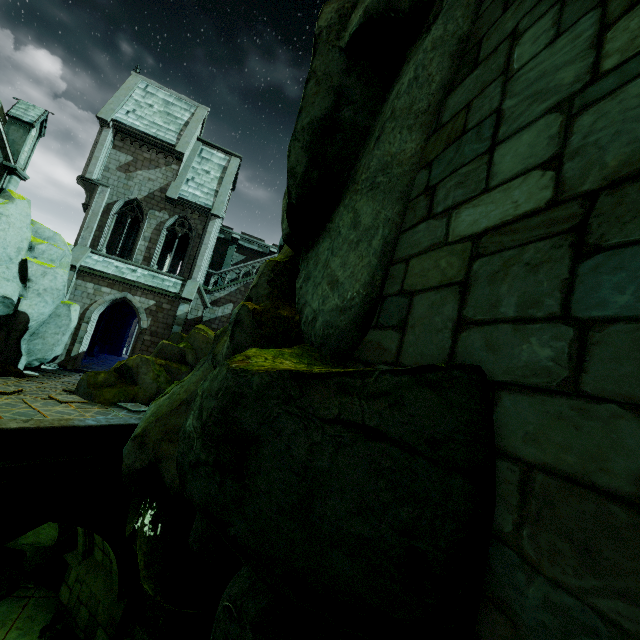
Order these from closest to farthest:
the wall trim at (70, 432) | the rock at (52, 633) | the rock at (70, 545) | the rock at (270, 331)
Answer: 1. the rock at (270, 331)
2. the wall trim at (70, 432)
3. the rock at (52, 633)
4. the rock at (70, 545)

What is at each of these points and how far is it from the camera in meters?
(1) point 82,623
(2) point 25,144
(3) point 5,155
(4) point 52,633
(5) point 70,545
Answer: (1) bridge, 11.5
(2) merlon, 15.7
(3) building, 15.1
(4) rock, 11.3
(5) rock, 13.1

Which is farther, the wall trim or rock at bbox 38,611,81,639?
rock at bbox 38,611,81,639

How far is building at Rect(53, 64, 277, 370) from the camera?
20.5m

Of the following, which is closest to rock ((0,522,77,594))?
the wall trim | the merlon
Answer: the wall trim

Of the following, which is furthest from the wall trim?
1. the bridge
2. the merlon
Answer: the merlon

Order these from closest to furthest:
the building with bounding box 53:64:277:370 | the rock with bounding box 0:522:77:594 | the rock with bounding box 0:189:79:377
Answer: Result: the rock with bounding box 0:522:77:594 < the rock with bounding box 0:189:79:377 < the building with bounding box 53:64:277:370

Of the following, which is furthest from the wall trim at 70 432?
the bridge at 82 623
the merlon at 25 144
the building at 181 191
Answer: the merlon at 25 144
